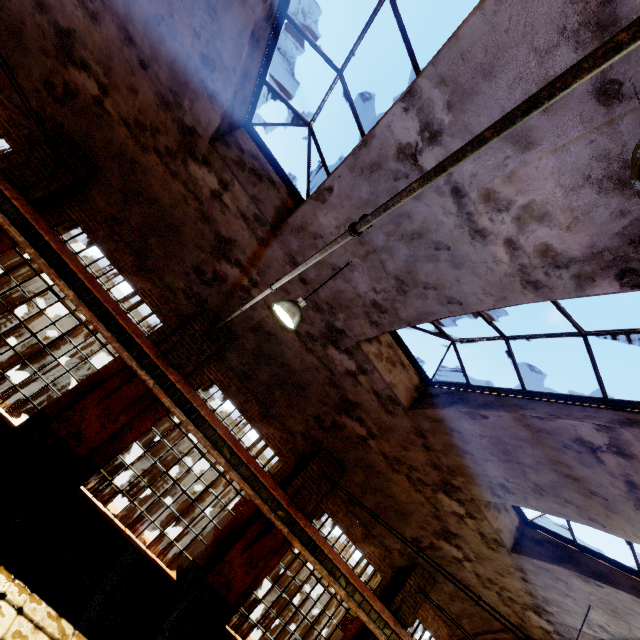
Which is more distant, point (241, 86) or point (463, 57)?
point (241, 86)

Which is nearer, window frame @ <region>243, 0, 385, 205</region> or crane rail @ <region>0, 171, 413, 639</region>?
window frame @ <region>243, 0, 385, 205</region>

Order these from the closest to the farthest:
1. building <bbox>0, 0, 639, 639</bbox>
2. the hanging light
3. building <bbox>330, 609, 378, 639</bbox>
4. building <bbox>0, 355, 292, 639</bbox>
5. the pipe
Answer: the pipe
building <bbox>0, 0, 639, 639</bbox>
the hanging light
building <bbox>0, 355, 292, 639</bbox>
building <bbox>330, 609, 378, 639</bbox>

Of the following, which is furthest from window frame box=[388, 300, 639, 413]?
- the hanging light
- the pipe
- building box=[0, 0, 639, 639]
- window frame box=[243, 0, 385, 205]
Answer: the pipe

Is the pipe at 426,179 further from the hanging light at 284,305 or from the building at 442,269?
the hanging light at 284,305

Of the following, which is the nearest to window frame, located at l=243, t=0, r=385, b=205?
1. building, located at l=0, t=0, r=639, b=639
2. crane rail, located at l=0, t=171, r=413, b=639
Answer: building, located at l=0, t=0, r=639, b=639

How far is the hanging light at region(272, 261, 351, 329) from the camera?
5.04m

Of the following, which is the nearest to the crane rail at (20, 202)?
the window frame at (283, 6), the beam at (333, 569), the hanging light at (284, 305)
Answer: the beam at (333, 569)
